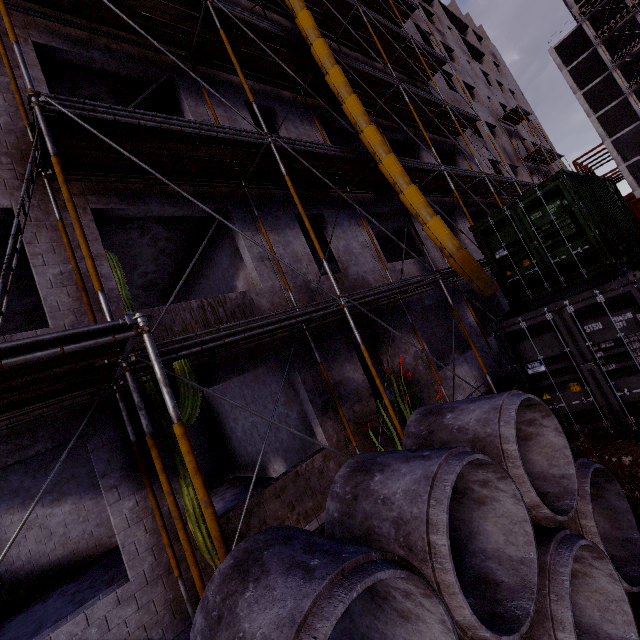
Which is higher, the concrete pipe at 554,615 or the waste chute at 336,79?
the waste chute at 336,79

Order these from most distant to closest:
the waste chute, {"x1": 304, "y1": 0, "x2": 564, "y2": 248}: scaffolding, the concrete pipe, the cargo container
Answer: {"x1": 304, "y1": 0, "x2": 564, "y2": 248}: scaffolding → the waste chute → the cargo container → the concrete pipe

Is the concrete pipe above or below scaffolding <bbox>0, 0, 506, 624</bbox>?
below

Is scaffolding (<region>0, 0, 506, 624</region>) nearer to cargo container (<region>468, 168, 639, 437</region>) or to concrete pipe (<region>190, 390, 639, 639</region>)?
concrete pipe (<region>190, 390, 639, 639</region>)

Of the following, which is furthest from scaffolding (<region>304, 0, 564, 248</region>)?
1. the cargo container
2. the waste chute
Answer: the cargo container

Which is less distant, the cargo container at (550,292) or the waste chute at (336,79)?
the cargo container at (550,292)

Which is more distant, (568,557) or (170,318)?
(170,318)

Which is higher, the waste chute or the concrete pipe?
the waste chute
